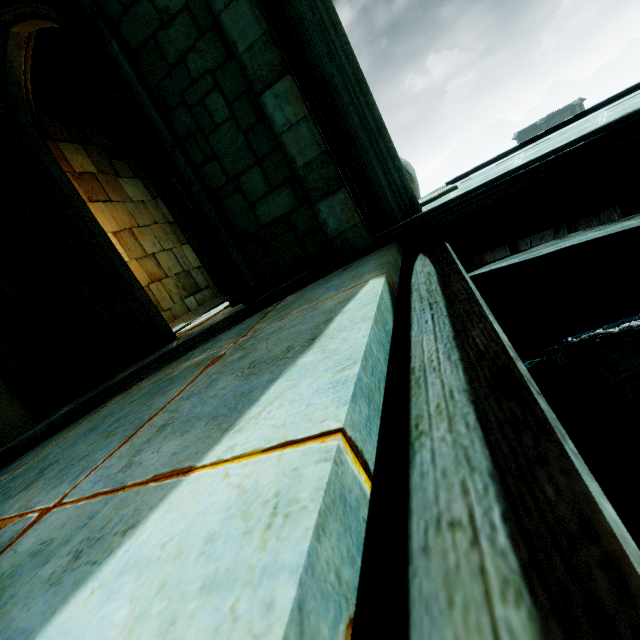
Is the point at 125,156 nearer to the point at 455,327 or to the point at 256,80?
the point at 256,80

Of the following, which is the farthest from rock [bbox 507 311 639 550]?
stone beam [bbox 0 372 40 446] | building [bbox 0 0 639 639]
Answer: stone beam [bbox 0 372 40 446]

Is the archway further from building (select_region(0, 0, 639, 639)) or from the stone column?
the stone column

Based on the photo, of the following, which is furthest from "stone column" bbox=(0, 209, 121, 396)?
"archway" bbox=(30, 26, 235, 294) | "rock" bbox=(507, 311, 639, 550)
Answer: "rock" bbox=(507, 311, 639, 550)

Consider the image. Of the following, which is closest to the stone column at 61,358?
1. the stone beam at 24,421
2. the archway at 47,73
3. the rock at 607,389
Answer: the stone beam at 24,421

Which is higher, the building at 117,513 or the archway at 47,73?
the archway at 47,73

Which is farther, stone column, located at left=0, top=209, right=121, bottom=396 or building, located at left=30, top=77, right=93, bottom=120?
building, located at left=30, top=77, right=93, bottom=120
